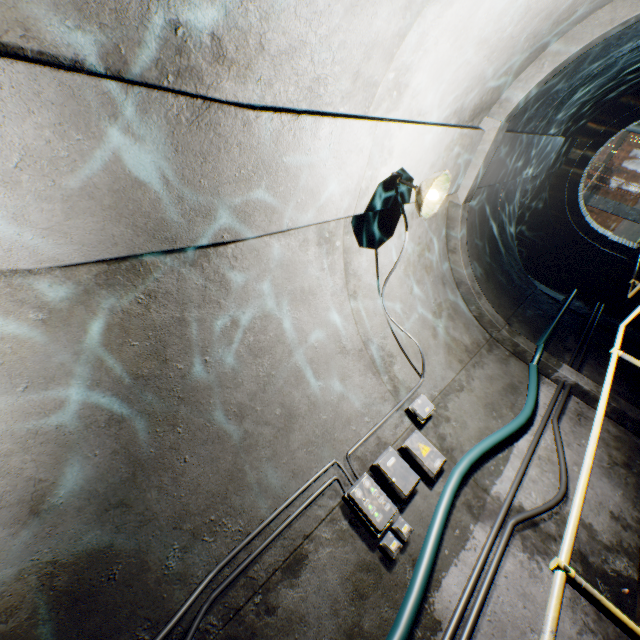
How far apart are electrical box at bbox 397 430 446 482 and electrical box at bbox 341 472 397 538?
0.51m

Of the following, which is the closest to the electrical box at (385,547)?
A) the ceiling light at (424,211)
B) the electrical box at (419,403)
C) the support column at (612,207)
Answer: the electrical box at (419,403)

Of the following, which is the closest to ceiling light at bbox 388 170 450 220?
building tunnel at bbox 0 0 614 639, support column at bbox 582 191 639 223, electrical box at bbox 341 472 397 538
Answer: building tunnel at bbox 0 0 614 639

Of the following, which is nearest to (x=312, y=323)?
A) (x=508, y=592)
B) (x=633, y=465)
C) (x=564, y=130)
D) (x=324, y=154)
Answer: (x=324, y=154)

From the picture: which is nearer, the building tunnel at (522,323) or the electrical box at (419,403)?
the electrical box at (419,403)

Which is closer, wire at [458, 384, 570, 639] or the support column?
wire at [458, 384, 570, 639]

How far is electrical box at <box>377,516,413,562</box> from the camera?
2.54m

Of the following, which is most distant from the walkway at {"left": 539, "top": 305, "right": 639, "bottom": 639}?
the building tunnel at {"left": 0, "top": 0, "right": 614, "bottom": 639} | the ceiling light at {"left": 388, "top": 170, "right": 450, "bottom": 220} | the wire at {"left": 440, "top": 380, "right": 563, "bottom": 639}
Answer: the ceiling light at {"left": 388, "top": 170, "right": 450, "bottom": 220}
